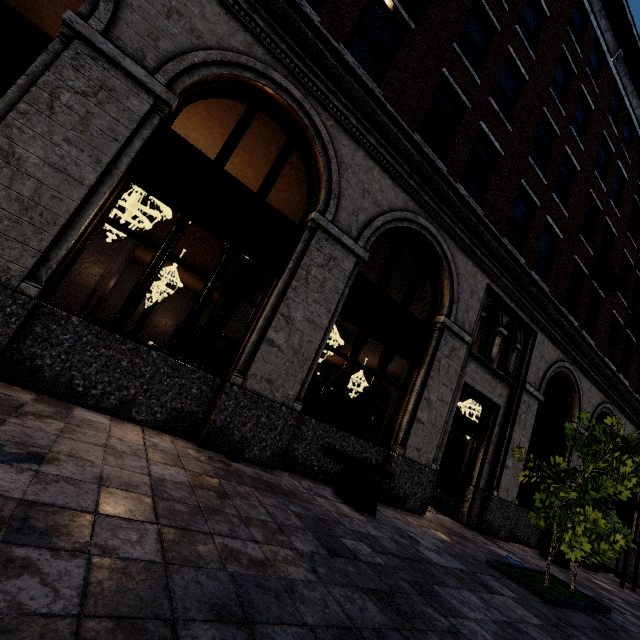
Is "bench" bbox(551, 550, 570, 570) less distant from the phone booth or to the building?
the building

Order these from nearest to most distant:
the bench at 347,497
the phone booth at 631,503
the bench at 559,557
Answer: the bench at 347,497 → the bench at 559,557 → the phone booth at 631,503

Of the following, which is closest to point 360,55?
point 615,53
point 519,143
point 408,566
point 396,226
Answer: point 396,226

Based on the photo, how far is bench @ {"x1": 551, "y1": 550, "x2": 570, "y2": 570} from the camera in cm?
876

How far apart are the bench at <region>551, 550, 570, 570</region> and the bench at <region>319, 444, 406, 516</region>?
6.20m

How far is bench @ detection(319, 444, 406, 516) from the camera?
5.2 meters

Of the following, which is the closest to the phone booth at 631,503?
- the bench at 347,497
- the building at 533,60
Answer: the building at 533,60

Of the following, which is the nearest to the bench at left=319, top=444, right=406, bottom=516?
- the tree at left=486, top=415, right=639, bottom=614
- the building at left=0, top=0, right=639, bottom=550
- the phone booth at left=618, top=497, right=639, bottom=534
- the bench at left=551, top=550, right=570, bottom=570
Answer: the building at left=0, top=0, right=639, bottom=550
